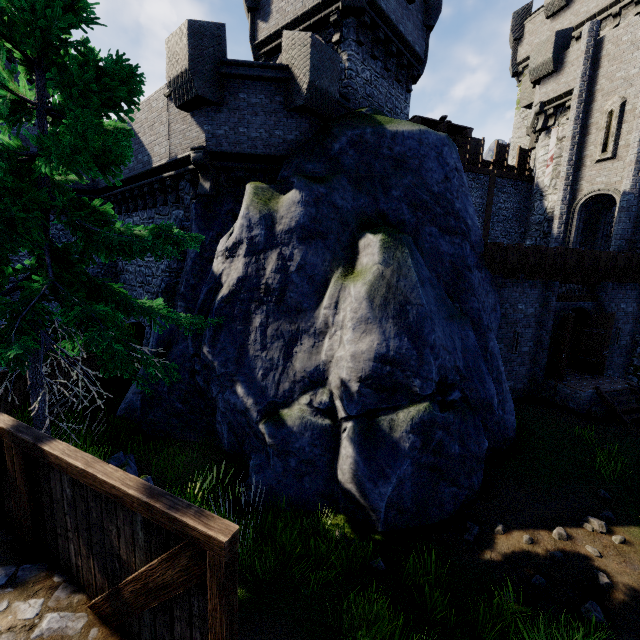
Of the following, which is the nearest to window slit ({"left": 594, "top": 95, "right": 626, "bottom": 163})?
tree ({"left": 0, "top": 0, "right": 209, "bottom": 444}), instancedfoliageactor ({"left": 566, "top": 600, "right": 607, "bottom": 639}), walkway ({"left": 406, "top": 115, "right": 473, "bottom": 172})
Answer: walkway ({"left": 406, "top": 115, "right": 473, "bottom": 172})

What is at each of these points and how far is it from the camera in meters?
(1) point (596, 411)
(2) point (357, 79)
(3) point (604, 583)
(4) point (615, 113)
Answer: (1) rock, 11.0
(2) building tower, 12.0
(3) instancedfoliageactor, 5.2
(4) window slit, 14.9

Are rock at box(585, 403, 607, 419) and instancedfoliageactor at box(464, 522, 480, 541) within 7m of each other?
no

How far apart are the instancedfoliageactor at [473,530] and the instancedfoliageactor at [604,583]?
1.7m

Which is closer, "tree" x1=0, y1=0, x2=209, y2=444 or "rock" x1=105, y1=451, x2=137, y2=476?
"tree" x1=0, y1=0, x2=209, y2=444

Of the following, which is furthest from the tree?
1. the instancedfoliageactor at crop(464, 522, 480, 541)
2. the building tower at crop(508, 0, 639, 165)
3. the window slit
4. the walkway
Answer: the building tower at crop(508, 0, 639, 165)

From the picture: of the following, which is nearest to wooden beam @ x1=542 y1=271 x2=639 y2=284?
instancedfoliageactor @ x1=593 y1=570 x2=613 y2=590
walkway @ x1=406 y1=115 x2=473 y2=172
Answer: walkway @ x1=406 y1=115 x2=473 y2=172

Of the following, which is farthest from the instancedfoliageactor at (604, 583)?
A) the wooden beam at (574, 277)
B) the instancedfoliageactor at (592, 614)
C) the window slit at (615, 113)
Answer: the window slit at (615, 113)
